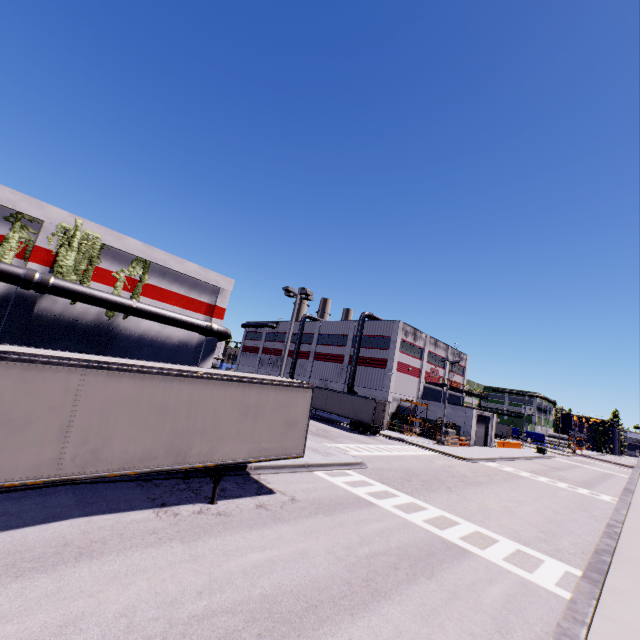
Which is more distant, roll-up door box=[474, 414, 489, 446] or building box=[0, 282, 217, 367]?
roll-up door box=[474, 414, 489, 446]

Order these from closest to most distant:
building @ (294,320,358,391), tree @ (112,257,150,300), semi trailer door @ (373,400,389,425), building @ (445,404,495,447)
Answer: tree @ (112,257,150,300) < semi trailer door @ (373,400,389,425) < building @ (445,404,495,447) < building @ (294,320,358,391)

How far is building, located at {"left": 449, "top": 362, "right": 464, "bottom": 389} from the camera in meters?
56.6

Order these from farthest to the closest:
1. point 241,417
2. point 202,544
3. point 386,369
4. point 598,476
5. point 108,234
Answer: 1. point 386,369
2. point 598,476
3. point 108,234
4. point 241,417
5. point 202,544

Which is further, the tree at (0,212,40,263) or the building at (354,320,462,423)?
the building at (354,320,462,423)

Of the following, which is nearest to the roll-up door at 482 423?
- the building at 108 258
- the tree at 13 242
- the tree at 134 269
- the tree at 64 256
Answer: the building at 108 258

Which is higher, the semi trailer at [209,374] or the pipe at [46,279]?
the pipe at [46,279]

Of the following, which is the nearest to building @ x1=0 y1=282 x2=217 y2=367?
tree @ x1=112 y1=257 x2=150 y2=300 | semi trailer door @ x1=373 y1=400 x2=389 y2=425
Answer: tree @ x1=112 y1=257 x2=150 y2=300
